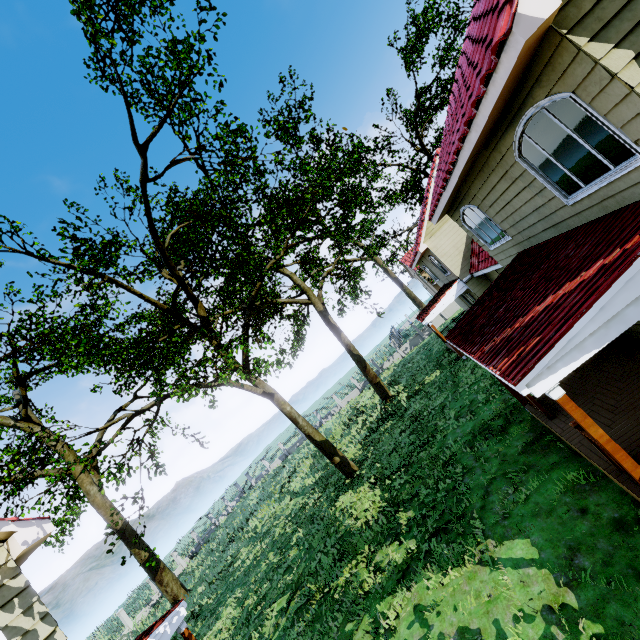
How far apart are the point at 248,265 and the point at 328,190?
15.0m

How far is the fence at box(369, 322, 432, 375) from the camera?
36.62m

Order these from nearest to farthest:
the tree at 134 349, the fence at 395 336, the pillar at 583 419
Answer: the pillar at 583 419 < the tree at 134 349 < the fence at 395 336

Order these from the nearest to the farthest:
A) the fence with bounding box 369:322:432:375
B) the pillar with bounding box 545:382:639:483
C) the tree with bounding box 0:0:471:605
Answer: A: the pillar with bounding box 545:382:639:483, the tree with bounding box 0:0:471:605, the fence with bounding box 369:322:432:375

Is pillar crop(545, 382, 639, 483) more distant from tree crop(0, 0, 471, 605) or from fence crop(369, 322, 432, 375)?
fence crop(369, 322, 432, 375)

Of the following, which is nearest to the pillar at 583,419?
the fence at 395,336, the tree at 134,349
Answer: the tree at 134,349
